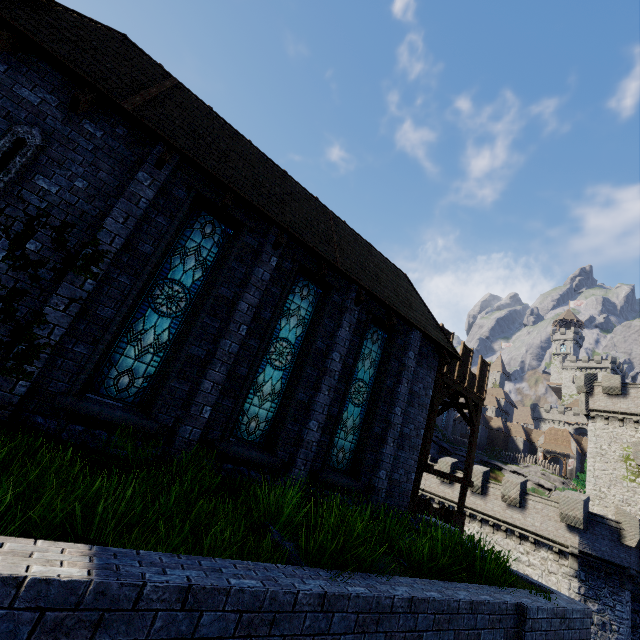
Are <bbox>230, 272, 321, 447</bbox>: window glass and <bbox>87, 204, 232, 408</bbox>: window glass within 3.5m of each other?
yes

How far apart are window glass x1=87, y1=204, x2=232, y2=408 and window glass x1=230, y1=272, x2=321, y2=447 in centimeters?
184cm

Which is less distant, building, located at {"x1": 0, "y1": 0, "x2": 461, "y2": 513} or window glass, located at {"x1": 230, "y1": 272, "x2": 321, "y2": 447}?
building, located at {"x1": 0, "y1": 0, "x2": 461, "y2": 513}

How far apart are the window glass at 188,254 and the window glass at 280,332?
1.8m

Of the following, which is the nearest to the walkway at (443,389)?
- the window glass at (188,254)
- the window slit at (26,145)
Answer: the window glass at (188,254)

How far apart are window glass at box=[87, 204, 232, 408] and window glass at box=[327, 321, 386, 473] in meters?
4.9 m

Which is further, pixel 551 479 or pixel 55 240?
pixel 551 479

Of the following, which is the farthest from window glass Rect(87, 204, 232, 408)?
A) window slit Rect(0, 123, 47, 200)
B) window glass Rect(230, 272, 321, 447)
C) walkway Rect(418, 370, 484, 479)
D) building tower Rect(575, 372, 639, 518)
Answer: building tower Rect(575, 372, 639, 518)
